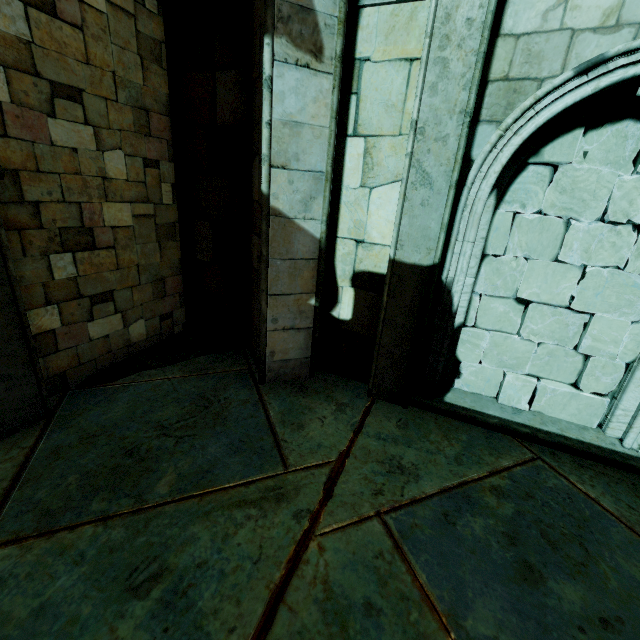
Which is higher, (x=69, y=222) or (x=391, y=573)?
(x=69, y=222)

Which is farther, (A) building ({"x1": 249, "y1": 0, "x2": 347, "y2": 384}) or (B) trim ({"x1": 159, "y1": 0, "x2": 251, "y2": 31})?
(B) trim ({"x1": 159, "y1": 0, "x2": 251, "y2": 31})

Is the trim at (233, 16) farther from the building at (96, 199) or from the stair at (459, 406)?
the stair at (459, 406)

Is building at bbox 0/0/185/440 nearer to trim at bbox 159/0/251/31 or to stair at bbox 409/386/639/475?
trim at bbox 159/0/251/31

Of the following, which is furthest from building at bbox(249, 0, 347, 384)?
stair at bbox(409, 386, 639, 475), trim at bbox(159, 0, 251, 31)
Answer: stair at bbox(409, 386, 639, 475)

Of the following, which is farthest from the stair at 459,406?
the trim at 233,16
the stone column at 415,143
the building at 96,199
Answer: the trim at 233,16
